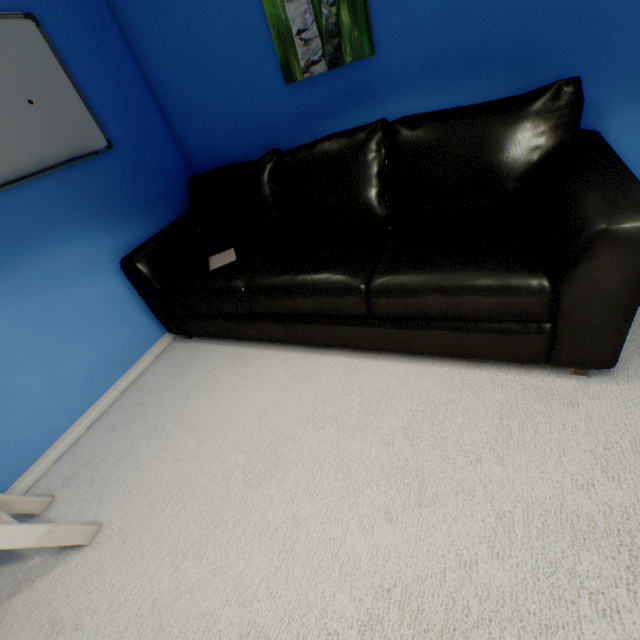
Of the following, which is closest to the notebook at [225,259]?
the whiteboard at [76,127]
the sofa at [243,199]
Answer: the sofa at [243,199]

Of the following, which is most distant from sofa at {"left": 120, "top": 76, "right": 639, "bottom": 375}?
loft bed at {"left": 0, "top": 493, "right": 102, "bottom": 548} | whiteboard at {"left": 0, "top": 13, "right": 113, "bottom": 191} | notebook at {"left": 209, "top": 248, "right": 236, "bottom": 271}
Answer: loft bed at {"left": 0, "top": 493, "right": 102, "bottom": 548}

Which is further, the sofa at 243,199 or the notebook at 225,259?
the notebook at 225,259

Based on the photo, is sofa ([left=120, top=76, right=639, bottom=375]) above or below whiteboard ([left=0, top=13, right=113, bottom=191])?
below

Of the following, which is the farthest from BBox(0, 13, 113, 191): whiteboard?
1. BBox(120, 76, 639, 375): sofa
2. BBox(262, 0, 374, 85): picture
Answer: BBox(262, 0, 374, 85): picture

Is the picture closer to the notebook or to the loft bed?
the notebook

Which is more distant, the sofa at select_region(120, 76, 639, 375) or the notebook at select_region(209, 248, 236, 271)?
the notebook at select_region(209, 248, 236, 271)

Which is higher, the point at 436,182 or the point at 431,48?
the point at 431,48
